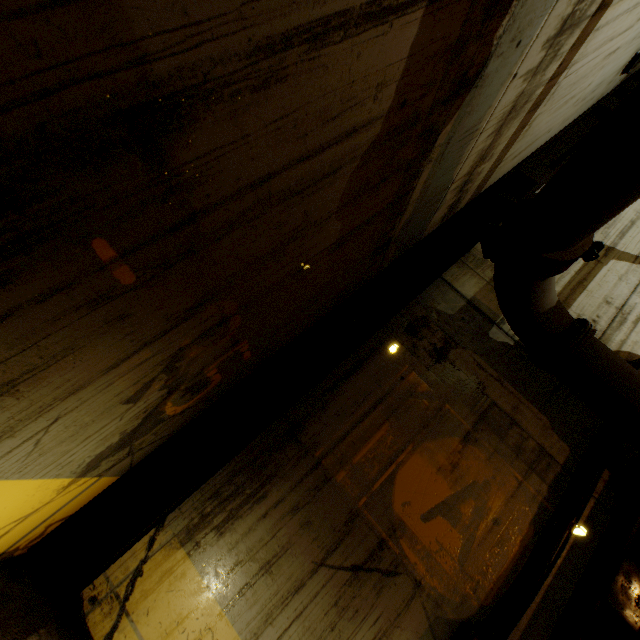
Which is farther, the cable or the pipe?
the cable

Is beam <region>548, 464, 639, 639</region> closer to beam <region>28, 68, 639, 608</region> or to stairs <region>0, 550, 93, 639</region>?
stairs <region>0, 550, 93, 639</region>

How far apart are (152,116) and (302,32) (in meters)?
0.54

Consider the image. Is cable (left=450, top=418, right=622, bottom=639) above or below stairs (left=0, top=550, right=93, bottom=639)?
above

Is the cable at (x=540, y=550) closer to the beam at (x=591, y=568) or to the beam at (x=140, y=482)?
the beam at (x=591, y=568)

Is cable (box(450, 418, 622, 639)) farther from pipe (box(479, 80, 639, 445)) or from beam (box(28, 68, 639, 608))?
beam (box(28, 68, 639, 608))

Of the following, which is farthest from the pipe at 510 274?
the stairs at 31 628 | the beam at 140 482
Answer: the beam at 140 482

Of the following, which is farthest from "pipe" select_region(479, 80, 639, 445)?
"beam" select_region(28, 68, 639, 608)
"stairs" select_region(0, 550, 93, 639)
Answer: "beam" select_region(28, 68, 639, 608)
